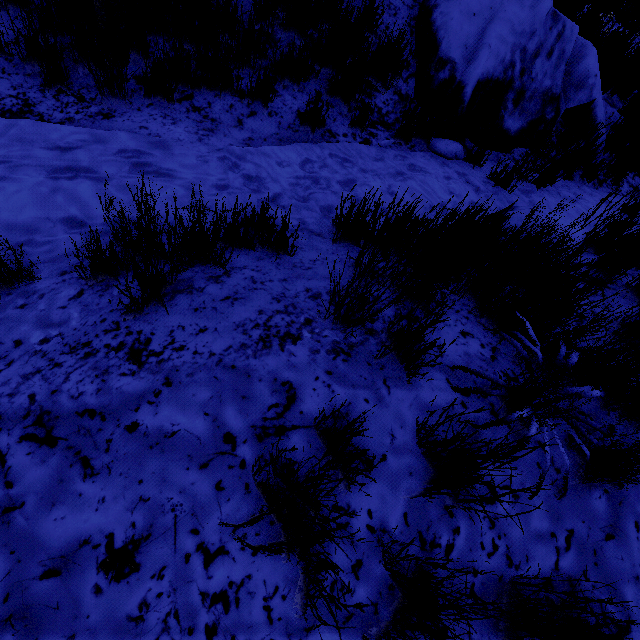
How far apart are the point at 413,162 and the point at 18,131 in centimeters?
353cm

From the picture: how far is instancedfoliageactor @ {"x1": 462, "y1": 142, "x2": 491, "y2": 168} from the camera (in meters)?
3.83

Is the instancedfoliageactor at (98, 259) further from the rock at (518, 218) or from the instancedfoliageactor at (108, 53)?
the rock at (518, 218)

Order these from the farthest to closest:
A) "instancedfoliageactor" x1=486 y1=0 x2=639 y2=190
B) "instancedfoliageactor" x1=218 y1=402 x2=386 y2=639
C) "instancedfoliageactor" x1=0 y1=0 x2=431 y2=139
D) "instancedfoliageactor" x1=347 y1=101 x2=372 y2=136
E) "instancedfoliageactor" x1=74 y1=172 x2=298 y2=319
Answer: "instancedfoliageactor" x1=486 y1=0 x2=639 y2=190, "instancedfoliageactor" x1=347 y1=101 x2=372 y2=136, "instancedfoliageactor" x1=0 y1=0 x2=431 y2=139, "instancedfoliageactor" x1=74 y1=172 x2=298 y2=319, "instancedfoliageactor" x1=218 y1=402 x2=386 y2=639

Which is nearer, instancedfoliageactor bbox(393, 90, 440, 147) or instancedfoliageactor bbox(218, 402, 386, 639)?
instancedfoliageactor bbox(218, 402, 386, 639)

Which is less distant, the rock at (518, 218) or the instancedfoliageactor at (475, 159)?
the rock at (518, 218)
